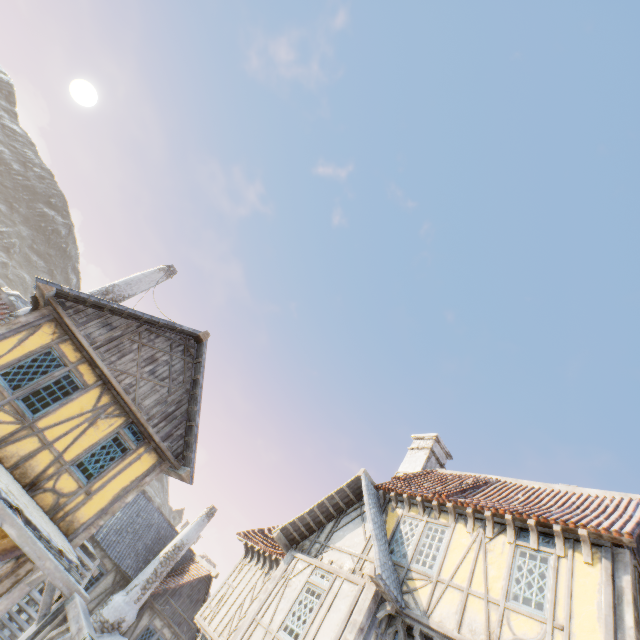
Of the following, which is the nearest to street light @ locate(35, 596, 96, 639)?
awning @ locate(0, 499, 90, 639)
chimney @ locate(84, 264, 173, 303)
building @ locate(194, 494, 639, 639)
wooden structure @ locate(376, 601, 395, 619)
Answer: awning @ locate(0, 499, 90, 639)

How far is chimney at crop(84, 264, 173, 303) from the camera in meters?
14.3 m

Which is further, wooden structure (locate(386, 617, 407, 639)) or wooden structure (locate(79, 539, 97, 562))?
wooden structure (locate(79, 539, 97, 562))

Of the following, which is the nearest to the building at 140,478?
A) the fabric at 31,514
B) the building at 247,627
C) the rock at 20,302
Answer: the fabric at 31,514

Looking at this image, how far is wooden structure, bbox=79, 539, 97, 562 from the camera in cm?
1087

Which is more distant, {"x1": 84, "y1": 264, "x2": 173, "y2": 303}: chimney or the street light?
{"x1": 84, "y1": 264, "x2": 173, "y2": 303}: chimney

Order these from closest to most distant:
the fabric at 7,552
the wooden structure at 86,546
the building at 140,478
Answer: the fabric at 7,552, the building at 140,478, the wooden structure at 86,546

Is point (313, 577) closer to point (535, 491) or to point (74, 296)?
point (535, 491)
